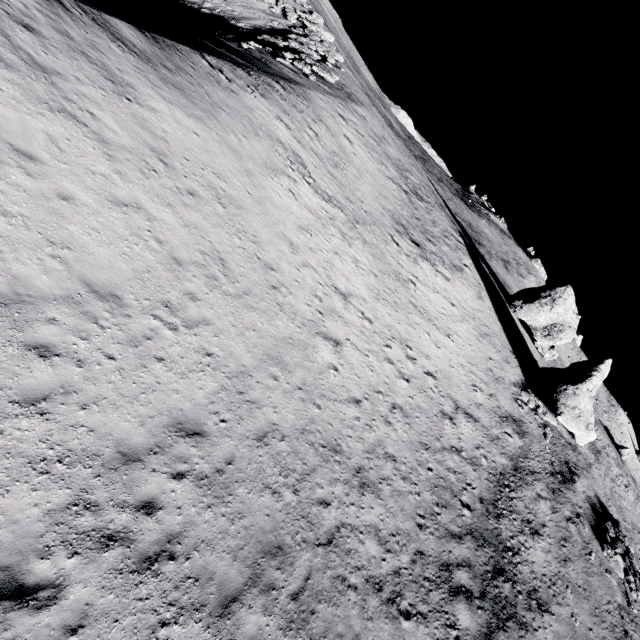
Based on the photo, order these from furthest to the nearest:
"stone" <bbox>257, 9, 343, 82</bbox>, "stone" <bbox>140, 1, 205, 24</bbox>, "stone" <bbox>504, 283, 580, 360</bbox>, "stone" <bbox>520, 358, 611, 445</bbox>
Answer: "stone" <bbox>504, 283, 580, 360</bbox> < "stone" <bbox>140, 1, 205, 24</bbox> < "stone" <bbox>257, 9, 343, 82</bbox> < "stone" <bbox>520, 358, 611, 445</bbox>

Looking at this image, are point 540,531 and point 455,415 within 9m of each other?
yes

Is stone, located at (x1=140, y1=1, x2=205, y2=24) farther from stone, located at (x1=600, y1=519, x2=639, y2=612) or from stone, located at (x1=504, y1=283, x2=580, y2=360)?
stone, located at (x1=600, y1=519, x2=639, y2=612)

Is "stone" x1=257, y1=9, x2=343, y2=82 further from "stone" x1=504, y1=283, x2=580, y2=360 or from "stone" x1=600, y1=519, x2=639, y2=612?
"stone" x1=600, y1=519, x2=639, y2=612

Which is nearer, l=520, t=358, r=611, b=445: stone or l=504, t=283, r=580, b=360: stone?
l=520, t=358, r=611, b=445: stone

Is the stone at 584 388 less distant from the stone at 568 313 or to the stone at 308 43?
the stone at 568 313

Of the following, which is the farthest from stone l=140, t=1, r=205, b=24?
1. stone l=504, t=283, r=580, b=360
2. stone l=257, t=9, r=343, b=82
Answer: stone l=504, t=283, r=580, b=360

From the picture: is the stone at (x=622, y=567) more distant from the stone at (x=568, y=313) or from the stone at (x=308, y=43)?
the stone at (x=308, y=43)
